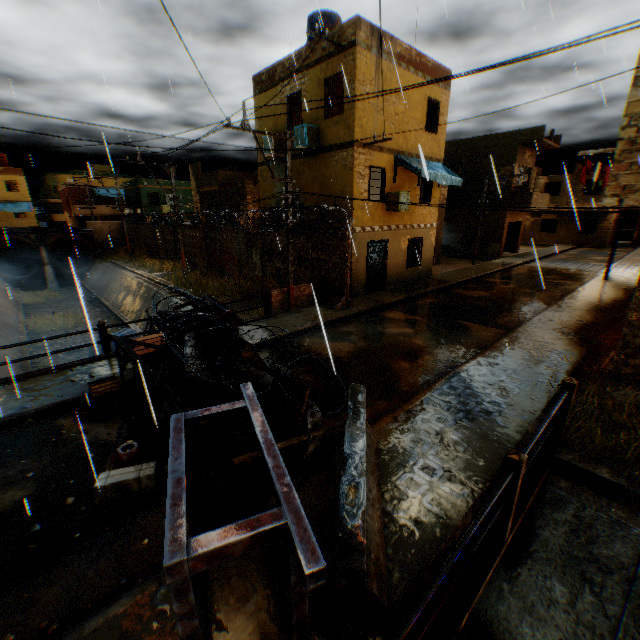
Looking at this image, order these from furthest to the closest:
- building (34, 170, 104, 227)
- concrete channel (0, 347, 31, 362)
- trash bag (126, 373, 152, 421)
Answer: building (34, 170, 104, 227), concrete channel (0, 347, 31, 362), trash bag (126, 373, 152, 421)

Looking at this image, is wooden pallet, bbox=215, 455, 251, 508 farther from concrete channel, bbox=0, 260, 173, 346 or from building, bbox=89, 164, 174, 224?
concrete channel, bbox=0, 260, 173, 346

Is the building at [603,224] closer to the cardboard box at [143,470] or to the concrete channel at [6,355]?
the concrete channel at [6,355]

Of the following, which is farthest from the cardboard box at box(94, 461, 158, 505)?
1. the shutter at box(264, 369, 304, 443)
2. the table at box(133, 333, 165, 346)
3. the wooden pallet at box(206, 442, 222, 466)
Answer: the table at box(133, 333, 165, 346)

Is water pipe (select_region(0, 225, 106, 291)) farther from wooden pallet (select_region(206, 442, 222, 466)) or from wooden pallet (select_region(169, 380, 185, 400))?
wooden pallet (select_region(206, 442, 222, 466))

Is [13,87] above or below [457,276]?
above

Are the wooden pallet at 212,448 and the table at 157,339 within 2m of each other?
no

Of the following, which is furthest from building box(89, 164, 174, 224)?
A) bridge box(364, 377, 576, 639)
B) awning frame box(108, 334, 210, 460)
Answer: awning frame box(108, 334, 210, 460)
